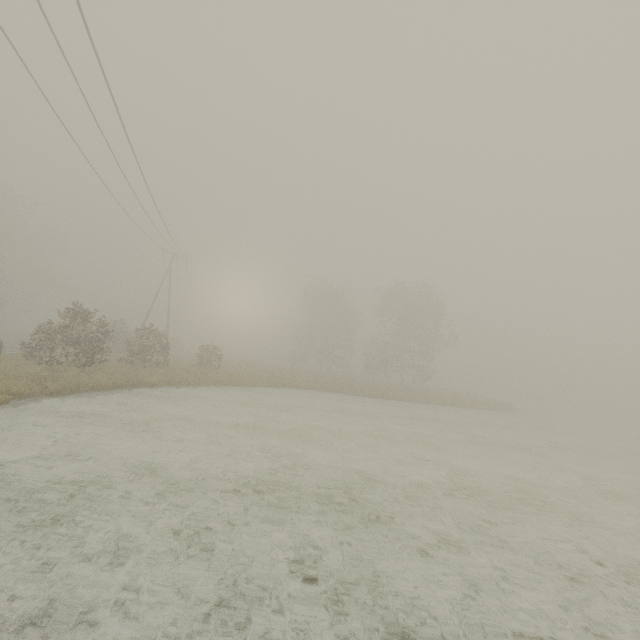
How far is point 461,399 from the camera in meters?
32.1 m
